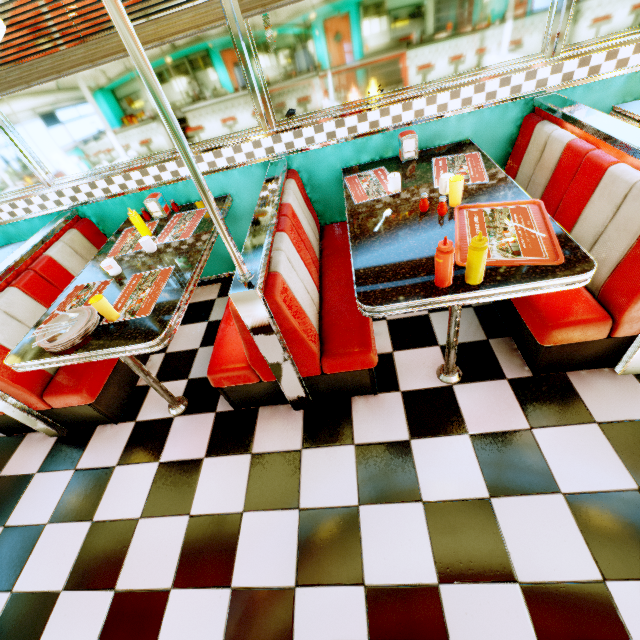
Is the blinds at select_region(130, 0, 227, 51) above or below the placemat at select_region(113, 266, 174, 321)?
above

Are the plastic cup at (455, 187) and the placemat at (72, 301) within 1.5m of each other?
no

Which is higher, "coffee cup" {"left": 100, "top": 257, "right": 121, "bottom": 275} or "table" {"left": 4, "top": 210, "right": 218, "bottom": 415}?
"coffee cup" {"left": 100, "top": 257, "right": 121, "bottom": 275}

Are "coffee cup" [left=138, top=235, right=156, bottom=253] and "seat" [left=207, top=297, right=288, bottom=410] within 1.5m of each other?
yes

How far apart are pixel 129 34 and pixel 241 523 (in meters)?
2.14

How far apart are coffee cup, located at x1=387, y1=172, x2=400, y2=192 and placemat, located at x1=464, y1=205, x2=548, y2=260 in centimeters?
55cm

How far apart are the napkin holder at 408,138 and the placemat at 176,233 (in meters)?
1.62

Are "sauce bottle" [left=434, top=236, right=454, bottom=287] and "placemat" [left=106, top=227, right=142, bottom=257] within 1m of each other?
no
